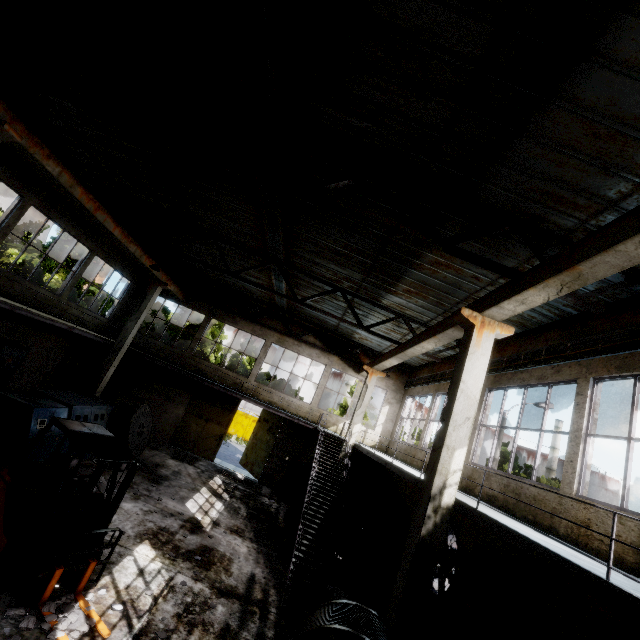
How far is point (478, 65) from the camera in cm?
447

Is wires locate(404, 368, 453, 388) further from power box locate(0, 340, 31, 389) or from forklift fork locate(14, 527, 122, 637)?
power box locate(0, 340, 31, 389)

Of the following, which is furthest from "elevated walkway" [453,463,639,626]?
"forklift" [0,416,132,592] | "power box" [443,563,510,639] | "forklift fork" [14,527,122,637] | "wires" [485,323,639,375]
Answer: "forklift fork" [14,527,122,637]

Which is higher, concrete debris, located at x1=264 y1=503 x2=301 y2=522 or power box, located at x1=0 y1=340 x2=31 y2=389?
power box, located at x1=0 y1=340 x2=31 y2=389

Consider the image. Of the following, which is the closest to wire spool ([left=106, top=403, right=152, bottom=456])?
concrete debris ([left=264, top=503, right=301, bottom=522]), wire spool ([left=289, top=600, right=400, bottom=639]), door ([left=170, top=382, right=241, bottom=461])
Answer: door ([left=170, top=382, right=241, bottom=461])

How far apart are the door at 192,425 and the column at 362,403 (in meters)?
6.79

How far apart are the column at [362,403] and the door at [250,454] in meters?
4.5 m

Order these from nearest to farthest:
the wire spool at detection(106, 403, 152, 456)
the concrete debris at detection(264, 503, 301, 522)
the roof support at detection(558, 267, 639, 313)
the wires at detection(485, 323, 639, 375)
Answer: the roof support at detection(558, 267, 639, 313)
the wires at detection(485, 323, 639, 375)
the wire spool at detection(106, 403, 152, 456)
the concrete debris at detection(264, 503, 301, 522)
